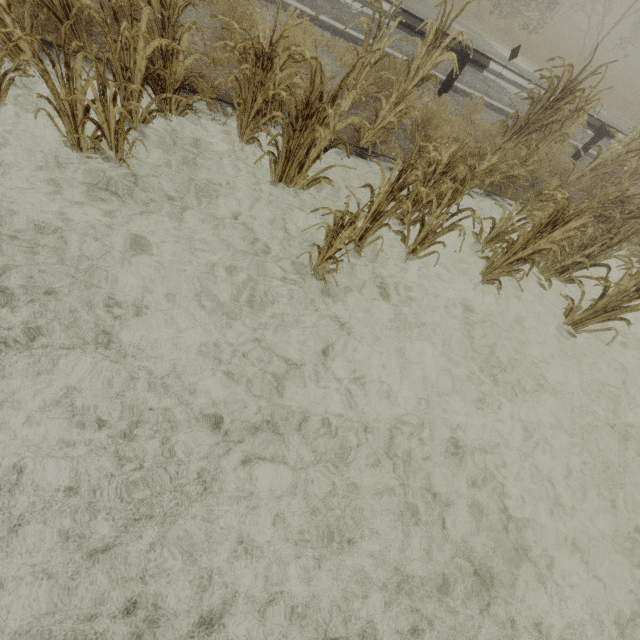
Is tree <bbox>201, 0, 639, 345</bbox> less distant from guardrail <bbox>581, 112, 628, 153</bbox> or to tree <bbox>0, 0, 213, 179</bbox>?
tree <bbox>0, 0, 213, 179</bbox>

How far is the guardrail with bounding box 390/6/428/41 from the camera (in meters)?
6.41

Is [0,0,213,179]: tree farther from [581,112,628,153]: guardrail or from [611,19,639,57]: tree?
[611,19,639,57]: tree

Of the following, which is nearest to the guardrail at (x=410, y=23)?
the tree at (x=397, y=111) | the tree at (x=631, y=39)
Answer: the tree at (x=397, y=111)

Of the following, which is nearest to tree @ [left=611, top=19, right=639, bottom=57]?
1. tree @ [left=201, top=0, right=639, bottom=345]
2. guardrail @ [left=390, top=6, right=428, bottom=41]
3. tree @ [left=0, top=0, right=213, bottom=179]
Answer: guardrail @ [left=390, top=6, right=428, bottom=41]

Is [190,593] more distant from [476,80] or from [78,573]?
[476,80]
